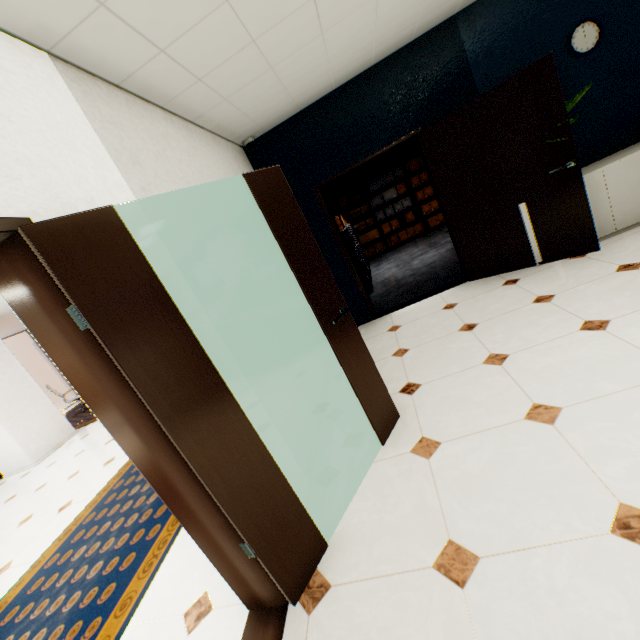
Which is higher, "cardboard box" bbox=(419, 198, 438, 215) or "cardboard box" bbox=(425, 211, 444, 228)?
"cardboard box" bbox=(419, 198, 438, 215)

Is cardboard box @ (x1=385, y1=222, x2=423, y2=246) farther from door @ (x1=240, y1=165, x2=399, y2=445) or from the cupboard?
door @ (x1=240, y1=165, x2=399, y2=445)

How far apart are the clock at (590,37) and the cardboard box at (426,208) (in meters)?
5.54

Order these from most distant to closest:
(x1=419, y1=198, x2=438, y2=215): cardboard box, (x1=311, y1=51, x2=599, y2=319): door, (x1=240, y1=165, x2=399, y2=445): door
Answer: (x1=419, y1=198, x2=438, y2=215): cardboard box
(x1=311, y1=51, x2=599, y2=319): door
(x1=240, y1=165, x2=399, y2=445): door

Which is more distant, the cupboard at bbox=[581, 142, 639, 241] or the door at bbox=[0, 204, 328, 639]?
the cupboard at bbox=[581, 142, 639, 241]

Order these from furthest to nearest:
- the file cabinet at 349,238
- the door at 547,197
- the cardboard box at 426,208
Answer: the cardboard box at 426,208 < the file cabinet at 349,238 < the door at 547,197

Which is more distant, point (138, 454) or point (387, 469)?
point (387, 469)

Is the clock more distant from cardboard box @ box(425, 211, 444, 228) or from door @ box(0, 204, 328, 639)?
cardboard box @ box(425, 211, 444, 228)
